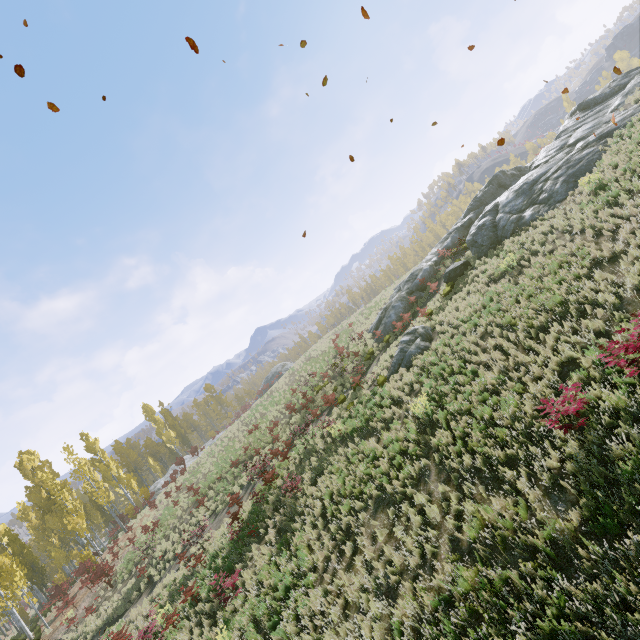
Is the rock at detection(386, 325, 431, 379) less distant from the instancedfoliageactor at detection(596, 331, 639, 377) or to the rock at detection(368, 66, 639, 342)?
the rock at detection(368, 66, 639, 342)

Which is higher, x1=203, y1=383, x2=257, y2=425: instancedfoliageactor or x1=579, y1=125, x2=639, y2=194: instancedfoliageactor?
x1=203, y1=383, x2=257, y2=425: instancedfoliageactor

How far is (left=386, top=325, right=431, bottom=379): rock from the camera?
15.5m

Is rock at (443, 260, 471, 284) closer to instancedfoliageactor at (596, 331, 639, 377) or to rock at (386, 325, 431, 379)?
rock at (386, 325, 431, 379)

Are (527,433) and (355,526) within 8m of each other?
yes

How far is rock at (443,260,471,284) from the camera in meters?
19.5

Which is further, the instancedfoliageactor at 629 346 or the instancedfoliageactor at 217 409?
the instancedfoliageactor at 217 409

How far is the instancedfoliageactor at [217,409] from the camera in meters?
52.2
